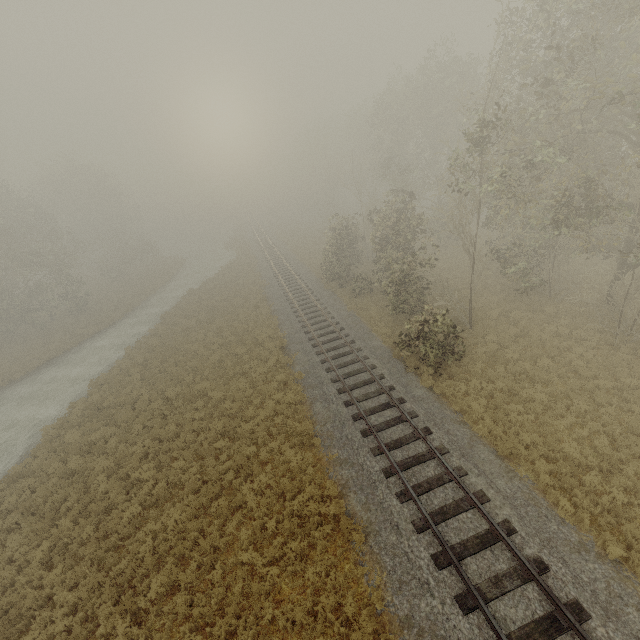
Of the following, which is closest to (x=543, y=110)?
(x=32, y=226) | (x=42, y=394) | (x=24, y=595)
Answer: (x=24, y=595)
